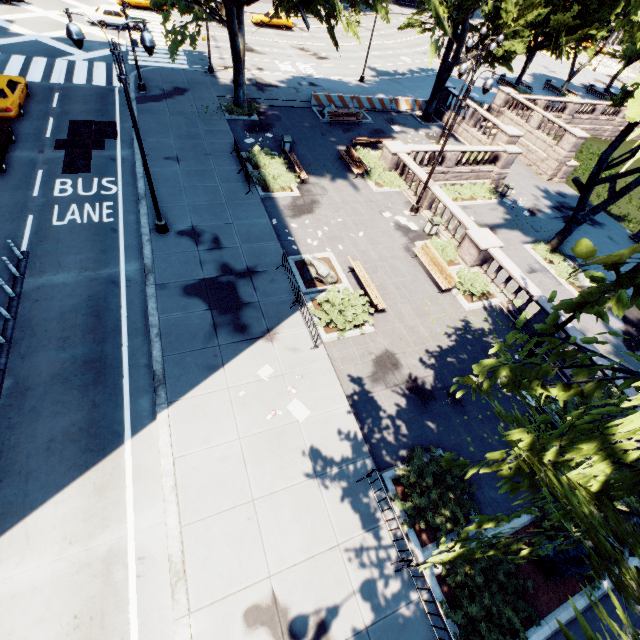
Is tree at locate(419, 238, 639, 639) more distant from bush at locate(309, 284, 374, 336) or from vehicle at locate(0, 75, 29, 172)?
vehicle at locate(0, 75, 29, 172)

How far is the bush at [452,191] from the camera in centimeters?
2447cm

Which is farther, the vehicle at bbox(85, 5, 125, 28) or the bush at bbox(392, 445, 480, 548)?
the vehicle at bbox(85, 5, 125, 28)

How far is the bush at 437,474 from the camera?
9.08m

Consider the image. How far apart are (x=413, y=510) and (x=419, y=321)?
7.60m

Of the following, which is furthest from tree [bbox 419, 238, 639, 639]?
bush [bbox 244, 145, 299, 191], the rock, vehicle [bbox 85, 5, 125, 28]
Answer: vehicle [bbox 85, 5, 125, 28]

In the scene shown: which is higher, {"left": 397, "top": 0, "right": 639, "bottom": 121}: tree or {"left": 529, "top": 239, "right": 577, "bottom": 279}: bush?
{"left": 397, "top": 0, "right": 639, "bottom": 121}: tree

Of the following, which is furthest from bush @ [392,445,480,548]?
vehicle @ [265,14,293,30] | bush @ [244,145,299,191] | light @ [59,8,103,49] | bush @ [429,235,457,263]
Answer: vehicle @ [265,14,293,30]
